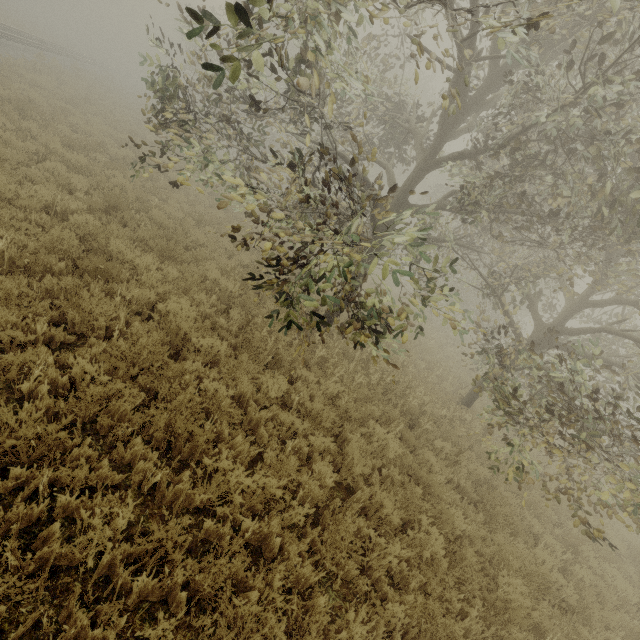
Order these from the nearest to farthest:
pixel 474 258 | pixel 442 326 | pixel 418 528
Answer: pixel 418 528 → pixel 474 258 → pixel 442 326
